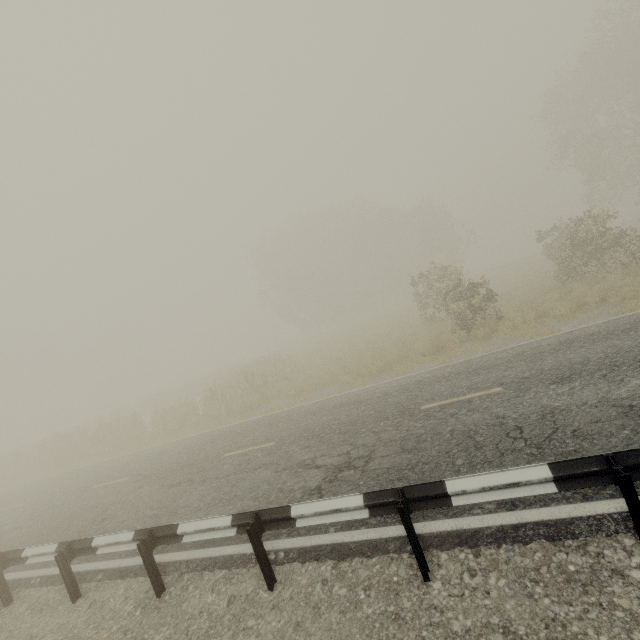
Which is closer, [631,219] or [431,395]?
[431,395]
